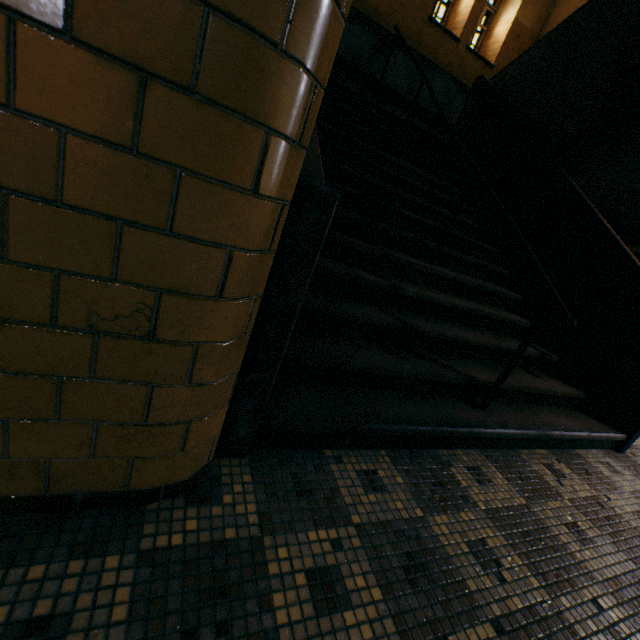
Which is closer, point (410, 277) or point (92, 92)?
point (92, 92)
